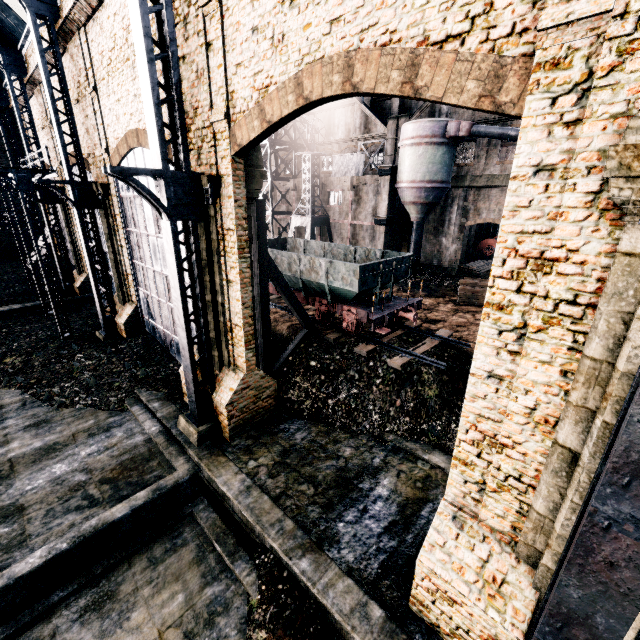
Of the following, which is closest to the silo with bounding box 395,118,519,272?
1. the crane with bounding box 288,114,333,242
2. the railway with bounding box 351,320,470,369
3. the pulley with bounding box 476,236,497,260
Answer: the crane with bounding box 288,114,333,242

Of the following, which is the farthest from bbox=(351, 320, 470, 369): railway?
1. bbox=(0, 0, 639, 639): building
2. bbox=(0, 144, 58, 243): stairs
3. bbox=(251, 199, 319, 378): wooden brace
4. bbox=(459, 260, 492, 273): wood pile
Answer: bbox=(0, 144, 58, 243): stairs

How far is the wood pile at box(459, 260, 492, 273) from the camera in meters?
34.0

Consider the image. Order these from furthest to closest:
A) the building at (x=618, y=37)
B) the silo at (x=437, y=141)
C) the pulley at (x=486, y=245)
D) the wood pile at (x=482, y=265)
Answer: the pulley at (x=486, y=245) < the wood pile at (x=482, y=265) < the silo at (x=437, y=141) < the building at (x=618, y=37)

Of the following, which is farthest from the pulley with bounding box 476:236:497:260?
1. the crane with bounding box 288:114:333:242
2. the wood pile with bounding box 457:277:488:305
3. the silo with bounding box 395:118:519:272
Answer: the crane with bounding box 288:114:333:242

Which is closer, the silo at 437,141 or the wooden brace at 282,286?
the wooden brace at 282,286

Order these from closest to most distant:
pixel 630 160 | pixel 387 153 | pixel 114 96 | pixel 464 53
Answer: pixel 630 160 → pixel 464 53 → pixel 114 96 → pixel 387 153

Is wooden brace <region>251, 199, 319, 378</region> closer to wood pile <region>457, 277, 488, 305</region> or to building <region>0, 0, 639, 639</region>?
building <region>0, 0, 639, 639</region>
